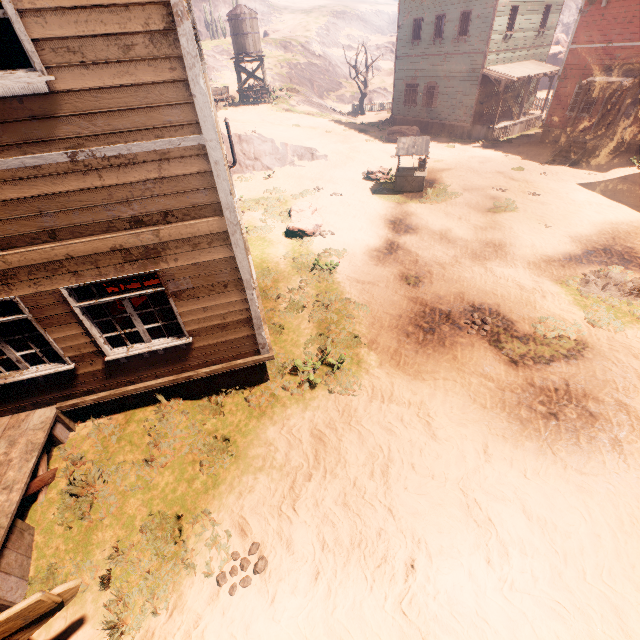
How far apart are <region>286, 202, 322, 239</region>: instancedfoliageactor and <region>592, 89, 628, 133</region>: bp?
17.4m

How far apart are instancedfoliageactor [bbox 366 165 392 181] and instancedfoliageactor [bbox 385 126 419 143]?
7.42m

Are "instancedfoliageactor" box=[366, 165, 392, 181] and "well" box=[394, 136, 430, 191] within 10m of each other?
yes

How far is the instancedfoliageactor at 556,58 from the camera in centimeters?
3938cm

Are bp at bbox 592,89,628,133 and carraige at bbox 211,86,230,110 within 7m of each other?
no

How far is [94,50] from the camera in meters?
3.4 m

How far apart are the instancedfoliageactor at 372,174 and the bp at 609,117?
11.80m

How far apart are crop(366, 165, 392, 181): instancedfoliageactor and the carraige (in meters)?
18.10
